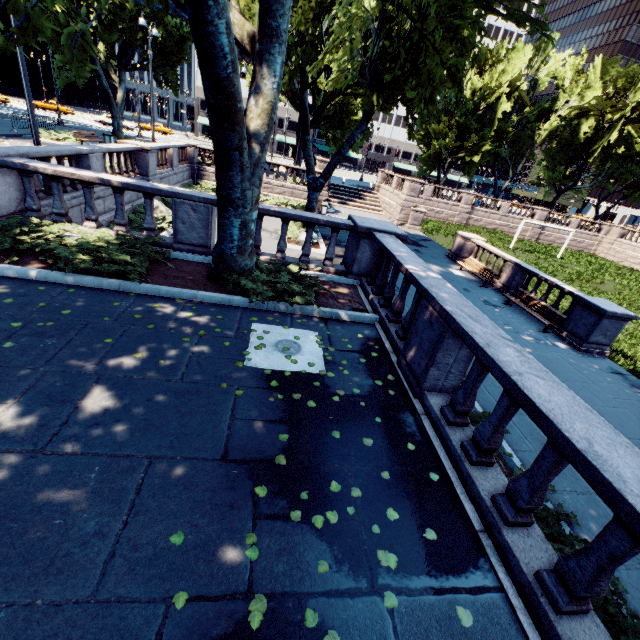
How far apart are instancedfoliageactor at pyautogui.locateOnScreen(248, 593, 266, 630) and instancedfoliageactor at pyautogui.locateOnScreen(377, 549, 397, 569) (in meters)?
1.11

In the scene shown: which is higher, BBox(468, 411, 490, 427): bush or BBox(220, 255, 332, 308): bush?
BBox(220, 255, 332, 308): bush

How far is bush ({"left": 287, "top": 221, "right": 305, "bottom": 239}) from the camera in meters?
17.4 m

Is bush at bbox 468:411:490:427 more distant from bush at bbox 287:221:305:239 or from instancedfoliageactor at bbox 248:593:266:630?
bush at bbox 287:221:305:239

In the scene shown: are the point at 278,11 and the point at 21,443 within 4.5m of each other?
no

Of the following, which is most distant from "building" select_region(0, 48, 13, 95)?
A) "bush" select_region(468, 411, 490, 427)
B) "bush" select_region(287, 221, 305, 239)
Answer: "bush" select_region(468, 411, 490, 427)

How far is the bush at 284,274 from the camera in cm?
692

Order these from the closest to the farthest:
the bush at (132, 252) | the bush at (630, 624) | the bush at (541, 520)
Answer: the bush at (630, 624), the bush at (541, 520), the bush at (132, 252)
